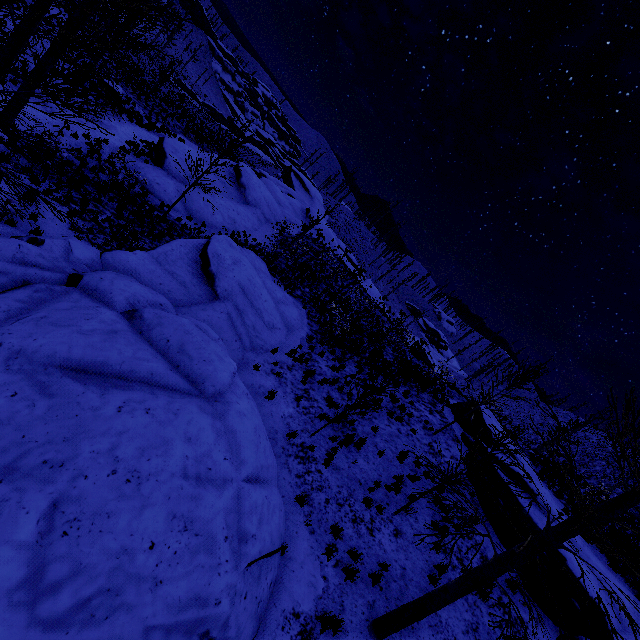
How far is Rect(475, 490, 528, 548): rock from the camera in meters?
10.9

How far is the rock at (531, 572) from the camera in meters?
9.5

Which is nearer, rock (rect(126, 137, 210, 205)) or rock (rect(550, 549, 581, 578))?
rock (rect(550, 549, 581, 578))

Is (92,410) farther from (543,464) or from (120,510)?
(543,464)

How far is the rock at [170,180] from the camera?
18.0m

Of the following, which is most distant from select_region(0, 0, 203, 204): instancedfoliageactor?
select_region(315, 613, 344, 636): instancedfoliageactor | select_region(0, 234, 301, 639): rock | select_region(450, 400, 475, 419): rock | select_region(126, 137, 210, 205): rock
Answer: select_region(450, 400, 475, 419): rock
